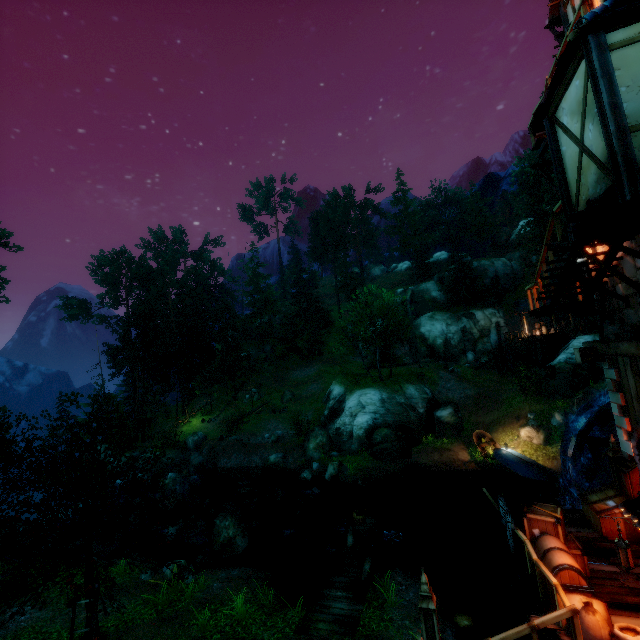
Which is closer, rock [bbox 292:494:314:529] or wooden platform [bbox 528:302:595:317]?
wooden platform [bbox 528:302:595:317]

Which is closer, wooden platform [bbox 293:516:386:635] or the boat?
wooden platform [bbox 293:516:386:635]

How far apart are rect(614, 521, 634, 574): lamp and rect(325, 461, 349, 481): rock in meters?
18.8

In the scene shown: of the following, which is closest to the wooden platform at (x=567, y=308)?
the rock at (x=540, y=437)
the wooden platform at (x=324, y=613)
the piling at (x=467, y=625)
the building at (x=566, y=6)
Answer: the building at (x=566, y=6)

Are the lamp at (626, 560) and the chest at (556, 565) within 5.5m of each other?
yes

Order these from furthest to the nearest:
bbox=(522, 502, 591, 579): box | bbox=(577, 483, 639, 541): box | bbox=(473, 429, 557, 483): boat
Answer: bbox=(473, 429, 557, 483): boat
bbox=(577, 483, 639, 541): box
bbox=(522, 502, 591, 579): box

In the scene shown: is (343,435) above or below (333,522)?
above

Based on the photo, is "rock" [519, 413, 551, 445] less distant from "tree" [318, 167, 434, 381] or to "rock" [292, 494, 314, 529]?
"tree" [318, 167, 434, 381]
